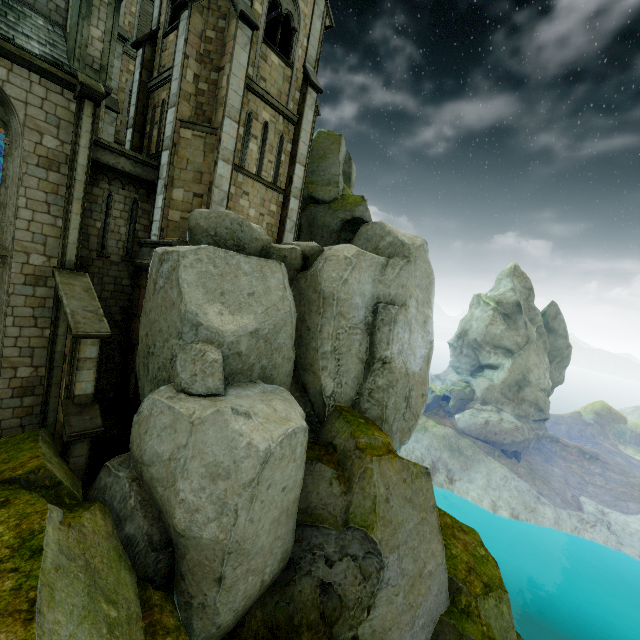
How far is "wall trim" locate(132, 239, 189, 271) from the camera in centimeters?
1179cm

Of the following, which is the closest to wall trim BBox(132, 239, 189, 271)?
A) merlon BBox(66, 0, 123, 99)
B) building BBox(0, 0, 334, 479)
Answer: building BBox(0, 0, 334, 479)

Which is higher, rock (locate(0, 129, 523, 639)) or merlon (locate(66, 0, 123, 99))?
merlon (locate(66, 0, 123, 99))

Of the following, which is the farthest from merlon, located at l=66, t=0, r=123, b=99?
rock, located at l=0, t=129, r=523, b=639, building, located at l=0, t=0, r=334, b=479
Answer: rock, located at l=0, t=129, r=523, b=639

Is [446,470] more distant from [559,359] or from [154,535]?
[154,535]

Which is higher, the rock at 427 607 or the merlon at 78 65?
the merlon at 78 65

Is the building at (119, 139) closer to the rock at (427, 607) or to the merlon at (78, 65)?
the rock at (427, 607)

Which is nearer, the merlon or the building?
the building
